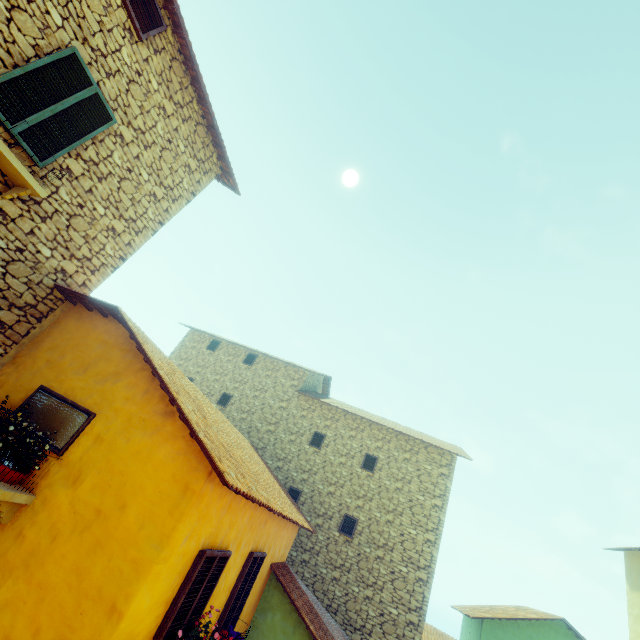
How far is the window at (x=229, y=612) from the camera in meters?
6.0

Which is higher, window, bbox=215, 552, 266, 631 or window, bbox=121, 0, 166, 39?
window, bbox=121, 0, 166, 39

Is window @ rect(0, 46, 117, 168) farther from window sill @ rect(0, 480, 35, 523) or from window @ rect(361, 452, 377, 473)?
window @ rect(361, 452, 377, 473)

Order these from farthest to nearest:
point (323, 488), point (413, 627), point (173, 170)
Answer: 1. point (323, 488)
2. point (413, 627)
3. point (173, 170)

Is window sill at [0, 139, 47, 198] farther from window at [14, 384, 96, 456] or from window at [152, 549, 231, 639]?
window at [152, 549, 231, 639]

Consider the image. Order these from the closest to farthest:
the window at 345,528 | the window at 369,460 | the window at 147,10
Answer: the window at 147,10
the window at 345,528
the window at 369,460

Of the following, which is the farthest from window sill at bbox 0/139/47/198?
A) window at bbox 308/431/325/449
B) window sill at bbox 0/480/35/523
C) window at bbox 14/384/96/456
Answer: window at bbox 308/431/325/449

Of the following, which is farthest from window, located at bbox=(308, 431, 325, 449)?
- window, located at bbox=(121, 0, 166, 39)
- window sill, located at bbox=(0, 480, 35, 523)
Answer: window, located at bbox=(121, 0, 166, 39)
